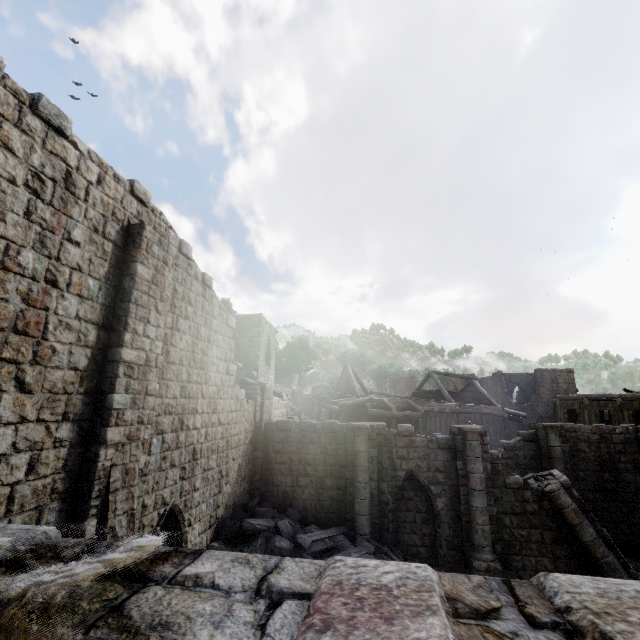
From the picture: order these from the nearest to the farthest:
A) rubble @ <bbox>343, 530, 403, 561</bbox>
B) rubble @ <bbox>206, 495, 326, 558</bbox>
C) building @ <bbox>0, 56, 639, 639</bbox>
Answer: building @ <bbox>0, 56, 639, 639</bbox>
rubble @ <bbox>206, 495, 326, 558</bbox>
rubble @ <bbox>343, 530, 403, 561</bbox>

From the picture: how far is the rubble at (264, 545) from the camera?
11.10m

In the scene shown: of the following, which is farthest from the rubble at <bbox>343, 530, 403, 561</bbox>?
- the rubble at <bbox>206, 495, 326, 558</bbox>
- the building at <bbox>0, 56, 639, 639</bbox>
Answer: the rubble at <bbox>206, 495, 326, 558</bbox>

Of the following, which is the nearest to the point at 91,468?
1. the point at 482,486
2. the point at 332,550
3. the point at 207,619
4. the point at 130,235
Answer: the point at 130,235

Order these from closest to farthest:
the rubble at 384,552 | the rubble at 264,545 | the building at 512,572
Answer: the building at 512,572
the rubble at 264,545
the rubble at 384,552

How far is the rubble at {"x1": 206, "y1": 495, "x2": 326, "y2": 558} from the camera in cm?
1110

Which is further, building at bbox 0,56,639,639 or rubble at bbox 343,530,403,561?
rubble at bbox 343,530,403,561

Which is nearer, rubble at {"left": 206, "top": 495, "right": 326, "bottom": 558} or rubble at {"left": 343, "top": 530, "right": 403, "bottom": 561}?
rubble at {"left": 206, "top": 495, "right": 326, "bottom": 558}
